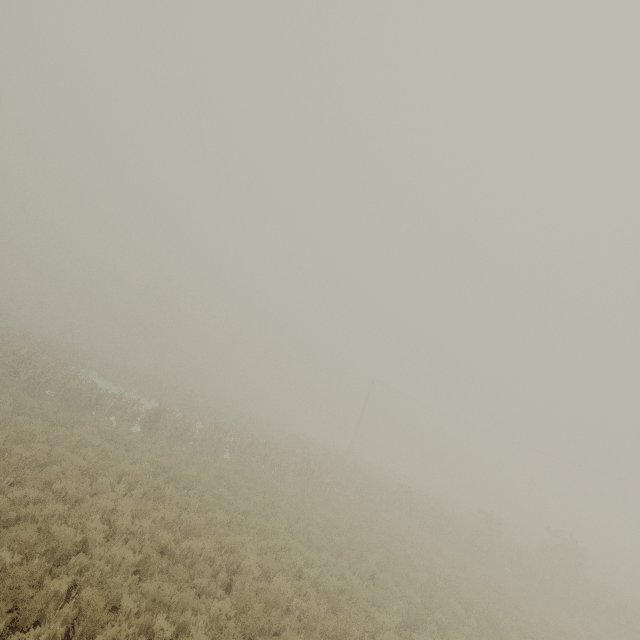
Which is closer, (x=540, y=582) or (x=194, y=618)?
(x=194, y=618)

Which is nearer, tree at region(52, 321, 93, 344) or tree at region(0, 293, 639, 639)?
tree at region(0, 293, 639, 639)

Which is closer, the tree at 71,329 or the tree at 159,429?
the tree at 159,429

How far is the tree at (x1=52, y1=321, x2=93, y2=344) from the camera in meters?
51.1

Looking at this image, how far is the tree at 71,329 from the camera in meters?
51.1 m
